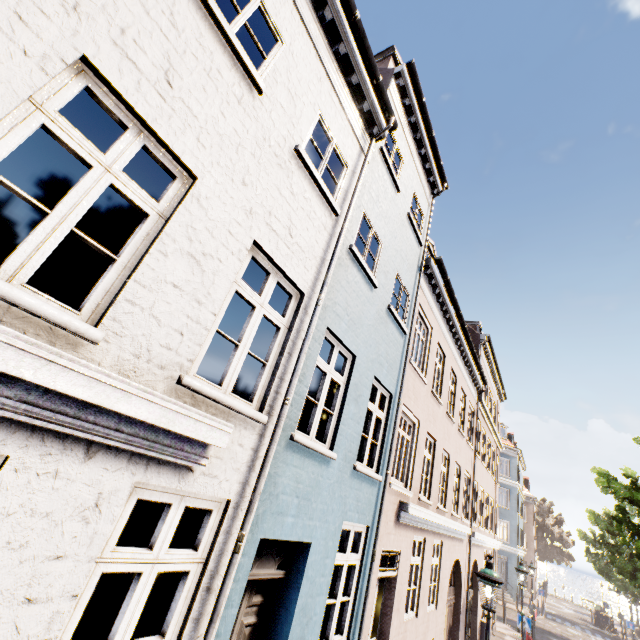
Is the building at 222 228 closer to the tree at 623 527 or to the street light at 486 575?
the tree at 623 527

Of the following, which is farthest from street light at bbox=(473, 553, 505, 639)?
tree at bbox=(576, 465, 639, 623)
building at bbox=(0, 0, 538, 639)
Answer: building at bbox=(0, 0, 538, 639)

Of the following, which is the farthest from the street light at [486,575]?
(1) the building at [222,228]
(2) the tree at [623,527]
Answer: (1) the building at [222,228]

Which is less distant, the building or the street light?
the building

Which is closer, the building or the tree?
the building

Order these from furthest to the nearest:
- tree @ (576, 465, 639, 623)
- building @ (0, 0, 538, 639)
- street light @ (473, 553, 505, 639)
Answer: tree @ (576, 465, 639, 623) → street light @ (473, 553, 505, 639) → building @ (0, 0, 538, 639)

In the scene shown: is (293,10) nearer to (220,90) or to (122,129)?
(220,90)

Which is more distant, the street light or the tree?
the tree
